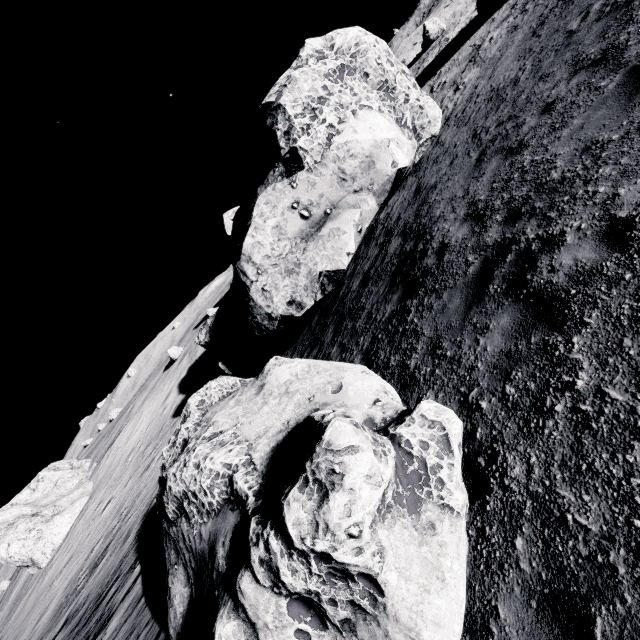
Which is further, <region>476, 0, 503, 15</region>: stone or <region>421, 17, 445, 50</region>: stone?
<region>421, 17, 445, 50</region>: stone

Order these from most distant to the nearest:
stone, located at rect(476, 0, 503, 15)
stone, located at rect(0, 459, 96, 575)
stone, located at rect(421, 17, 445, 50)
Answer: stone, located at rect(421, 17, 445, 50) < stone, located at rect(0, 459, 96, 575) < stone, located at rect(476, 0, 503, 15)

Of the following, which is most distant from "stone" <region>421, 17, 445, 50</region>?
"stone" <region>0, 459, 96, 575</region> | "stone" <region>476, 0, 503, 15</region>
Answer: "stone" <region>0, 459, 96, 575</region>

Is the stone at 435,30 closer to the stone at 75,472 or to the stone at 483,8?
the stone at 483,8

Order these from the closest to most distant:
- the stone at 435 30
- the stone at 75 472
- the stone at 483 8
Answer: the stone at 483 8 → the stone at 75 472 → the stone at 435 30

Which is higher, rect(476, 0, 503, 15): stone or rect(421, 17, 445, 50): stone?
rect(421, 17, 445, 50): stone

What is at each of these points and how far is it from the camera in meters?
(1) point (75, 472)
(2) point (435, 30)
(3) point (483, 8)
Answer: (1) stone, 43.1
(2) stone, 34.0
(3) stone, 23.9
